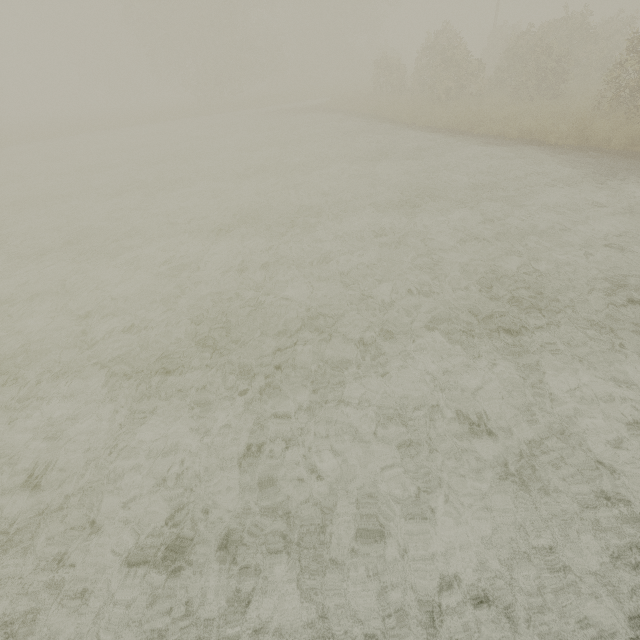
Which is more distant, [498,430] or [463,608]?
[498,430]
